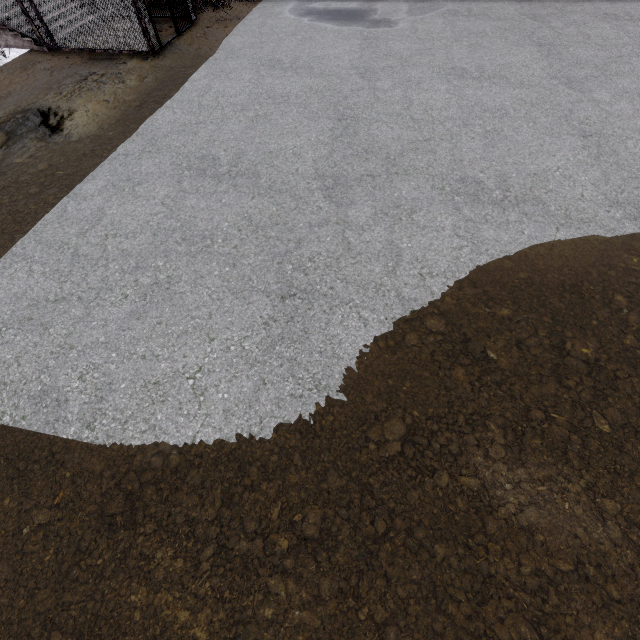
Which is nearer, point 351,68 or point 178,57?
point 351,68
